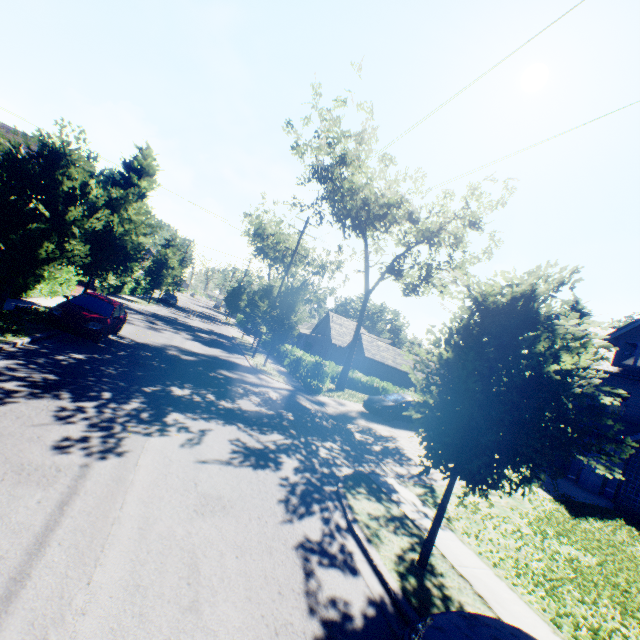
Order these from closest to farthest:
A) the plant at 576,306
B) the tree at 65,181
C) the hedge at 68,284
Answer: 1. the tree at 65,181
2. the hedge at 68,284
3. the plant at 576,306

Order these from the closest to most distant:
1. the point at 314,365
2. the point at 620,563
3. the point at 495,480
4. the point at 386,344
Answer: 1. the point at 495,480
2. the point at 620,563
3. the point at 314,365
4. the point at 386,344

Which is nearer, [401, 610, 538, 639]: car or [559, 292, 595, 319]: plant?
[401, 610, 538, 639]: car

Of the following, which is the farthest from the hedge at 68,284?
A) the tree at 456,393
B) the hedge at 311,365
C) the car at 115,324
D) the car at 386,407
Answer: the car at 386,407

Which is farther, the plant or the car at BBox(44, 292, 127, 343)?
the plant

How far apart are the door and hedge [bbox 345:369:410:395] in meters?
16.7

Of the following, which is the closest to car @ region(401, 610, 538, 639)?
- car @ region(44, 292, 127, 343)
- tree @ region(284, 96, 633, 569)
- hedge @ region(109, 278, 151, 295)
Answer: tree @ region(284, 96, 633, 569)

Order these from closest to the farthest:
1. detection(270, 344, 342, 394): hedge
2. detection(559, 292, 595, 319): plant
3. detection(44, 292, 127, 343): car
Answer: detection(44, 292, 127, 343): car, detection(270, 344, 342, 394): hedge, detection(559, 292, 595, 319): plant
